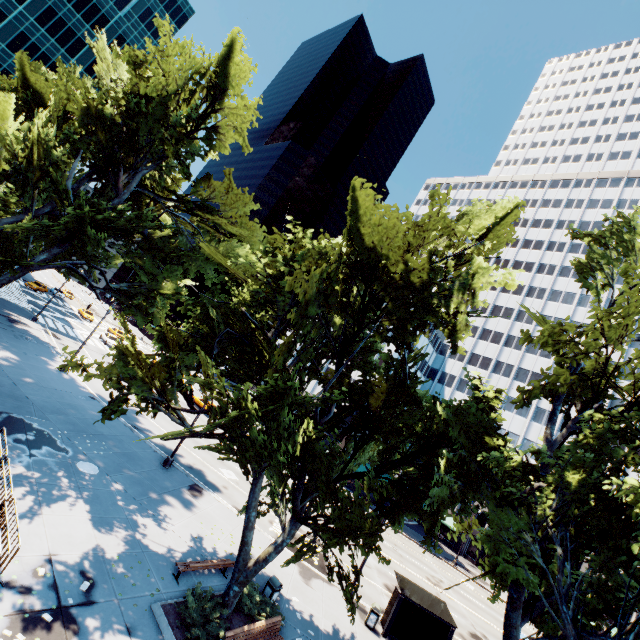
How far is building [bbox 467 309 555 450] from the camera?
50.5m

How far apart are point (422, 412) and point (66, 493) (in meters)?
14.89

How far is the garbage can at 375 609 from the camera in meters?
16.4 m

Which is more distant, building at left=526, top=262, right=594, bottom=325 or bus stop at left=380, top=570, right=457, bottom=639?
building at left=526, top=262, right=594, bottom=325

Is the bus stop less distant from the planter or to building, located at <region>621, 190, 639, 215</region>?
building, located at <region>621, 190, 639, 215</region>

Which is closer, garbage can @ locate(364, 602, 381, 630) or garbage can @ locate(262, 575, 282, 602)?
garbage can @ locate(262, 575, 282, 602)

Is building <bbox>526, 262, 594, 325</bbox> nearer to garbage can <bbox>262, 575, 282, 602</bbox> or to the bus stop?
the bus stop

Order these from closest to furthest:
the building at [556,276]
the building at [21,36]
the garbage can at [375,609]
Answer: the garbage can at [375,609] < the building at [21,36] < the building at [556,276]
